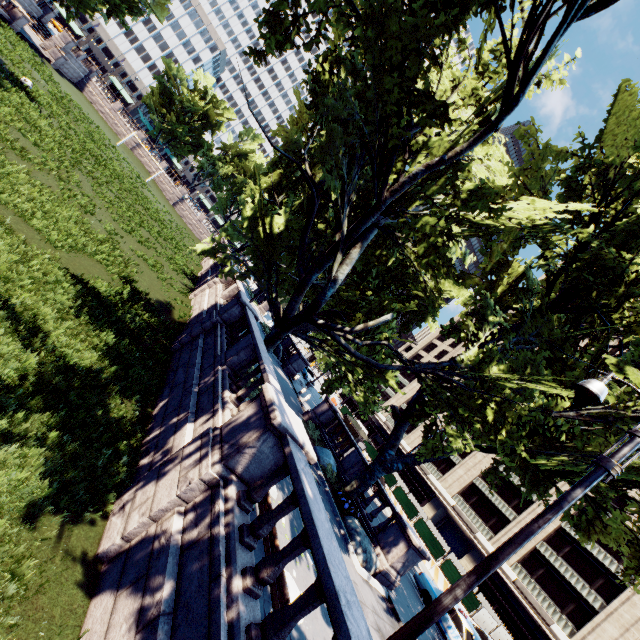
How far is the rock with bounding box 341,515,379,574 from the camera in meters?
12.4

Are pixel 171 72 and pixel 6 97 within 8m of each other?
no

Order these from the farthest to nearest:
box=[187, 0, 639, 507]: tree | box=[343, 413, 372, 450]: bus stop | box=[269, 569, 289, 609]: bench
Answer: box=[343, 413, 372, 450]: bus stop < box=[187, 0, 639, 507]: tree < box=[269, 569, 289, 609]: bench

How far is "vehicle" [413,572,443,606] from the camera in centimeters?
1677cm

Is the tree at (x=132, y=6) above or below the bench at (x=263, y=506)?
above

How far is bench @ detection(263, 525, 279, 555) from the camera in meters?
5.9

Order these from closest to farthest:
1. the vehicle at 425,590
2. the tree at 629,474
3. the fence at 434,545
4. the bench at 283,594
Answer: the bench at 283,594, the tree at 629,474, the vehicle at 425,590, the fence at 434,545

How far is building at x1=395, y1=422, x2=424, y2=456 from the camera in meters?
55.2
